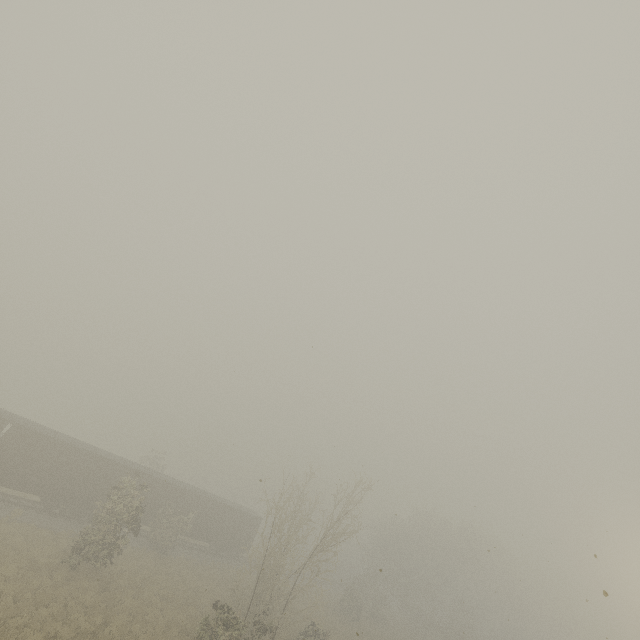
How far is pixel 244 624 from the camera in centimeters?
1655cm
